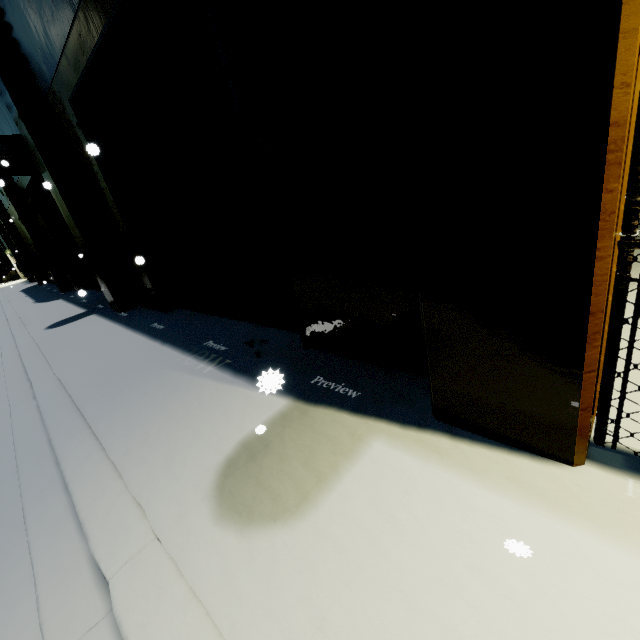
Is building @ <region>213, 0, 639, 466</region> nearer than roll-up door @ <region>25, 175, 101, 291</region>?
Yes

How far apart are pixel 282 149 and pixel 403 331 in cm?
214

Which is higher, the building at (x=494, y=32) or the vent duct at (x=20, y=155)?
the vent duct at (x=20, y=155)

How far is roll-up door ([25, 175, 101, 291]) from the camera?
12.26m

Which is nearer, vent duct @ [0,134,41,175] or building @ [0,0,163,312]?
building @ [0,0,163,312]

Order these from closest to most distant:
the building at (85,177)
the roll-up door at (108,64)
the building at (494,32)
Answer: the building at (494,32)
the roll-up door at (108,64)
the building at (85,177)
